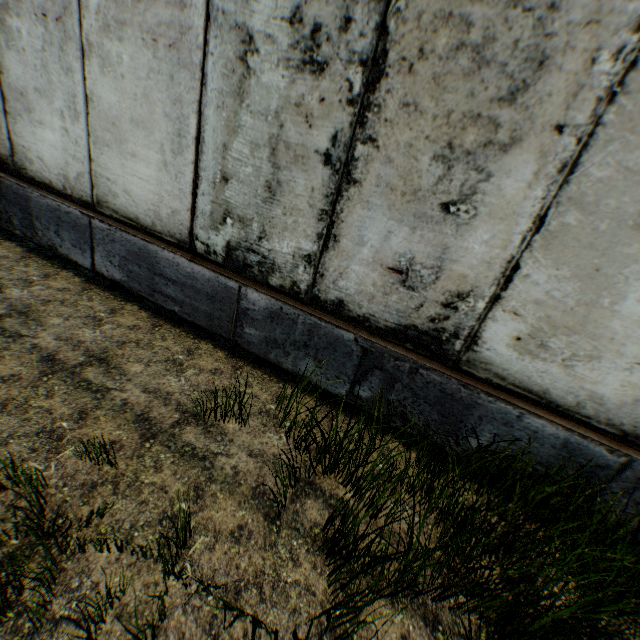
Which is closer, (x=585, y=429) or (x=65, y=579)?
(x=65, y=579)
